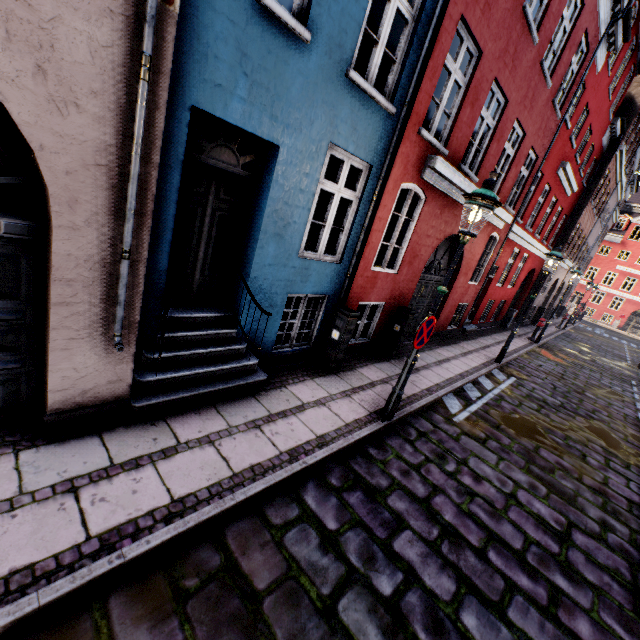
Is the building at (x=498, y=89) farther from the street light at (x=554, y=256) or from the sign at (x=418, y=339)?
the sign at (x=418, y=339)

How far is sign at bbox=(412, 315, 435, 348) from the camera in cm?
458

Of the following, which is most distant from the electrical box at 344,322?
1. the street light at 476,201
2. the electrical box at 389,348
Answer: the electrical box at 389,348

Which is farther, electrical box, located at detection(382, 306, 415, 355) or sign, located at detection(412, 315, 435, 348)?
electrical box, located at detection(382, 306, 415, 355)

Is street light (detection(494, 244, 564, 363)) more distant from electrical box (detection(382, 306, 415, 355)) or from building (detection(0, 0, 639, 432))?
electrical box (detection(382, 306, 415, 355))

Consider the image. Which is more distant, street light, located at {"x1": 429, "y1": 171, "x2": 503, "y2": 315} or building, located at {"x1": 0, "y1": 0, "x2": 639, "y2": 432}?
street light, located at {"x1": 429, "y1": 171, "x2": 503, "y2": 315}

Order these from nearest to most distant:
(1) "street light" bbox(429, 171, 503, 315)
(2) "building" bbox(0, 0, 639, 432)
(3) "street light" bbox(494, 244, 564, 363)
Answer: (2) "building" bbox(0, 0, 639, 432) < (1) "street light" bbox(429, 171, 503, 315) < (3) "street light" bbox(494, 244, 564, 363)

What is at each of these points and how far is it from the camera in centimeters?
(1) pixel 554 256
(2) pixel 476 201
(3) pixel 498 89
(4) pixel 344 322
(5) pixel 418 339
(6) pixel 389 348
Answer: (1) street light, 929cm
(2) street light, 420cm
(3) building, 723cm
(4) electrical box, 614cm
(5) sign, 470cm
(6) electrical box, 828cm
